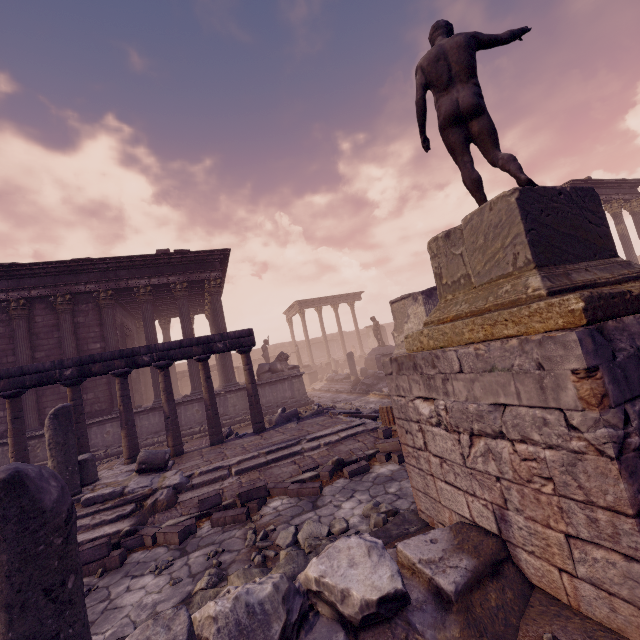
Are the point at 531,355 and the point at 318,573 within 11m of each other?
yes

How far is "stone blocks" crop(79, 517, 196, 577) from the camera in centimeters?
433cm

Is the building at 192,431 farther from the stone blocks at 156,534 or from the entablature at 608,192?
the entablature at 608,192

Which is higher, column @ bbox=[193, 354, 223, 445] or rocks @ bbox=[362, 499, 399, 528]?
column @ bbox=[193, 354, 223, 445]

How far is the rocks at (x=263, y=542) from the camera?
4.1 meters

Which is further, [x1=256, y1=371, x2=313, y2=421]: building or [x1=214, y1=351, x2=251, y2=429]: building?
[x1=256, y1=371, x2=313, y2=421]: building

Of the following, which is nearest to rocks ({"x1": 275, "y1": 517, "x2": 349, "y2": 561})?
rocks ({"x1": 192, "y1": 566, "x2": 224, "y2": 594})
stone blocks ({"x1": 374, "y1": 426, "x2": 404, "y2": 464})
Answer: rocks ({"x1": 192, "y1": 566, "x2": 224, "y2": 594})

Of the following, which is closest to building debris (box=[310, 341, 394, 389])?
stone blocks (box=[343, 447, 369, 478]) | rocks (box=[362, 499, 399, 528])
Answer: stone blocks (box=[343, 447, 369, 478])
